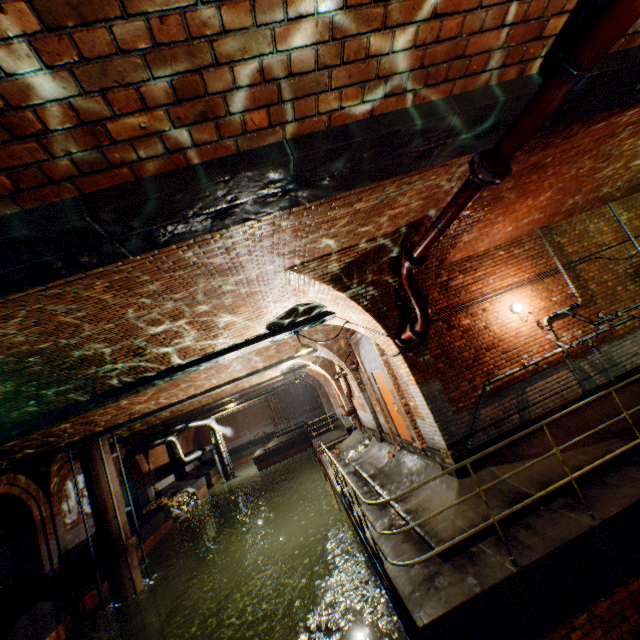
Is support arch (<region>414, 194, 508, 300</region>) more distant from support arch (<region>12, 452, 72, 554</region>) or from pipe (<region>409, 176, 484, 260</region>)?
support arch (<region>12, 452, 72, 554</region>)

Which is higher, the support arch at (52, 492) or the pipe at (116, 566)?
the support arch at (52, 492)

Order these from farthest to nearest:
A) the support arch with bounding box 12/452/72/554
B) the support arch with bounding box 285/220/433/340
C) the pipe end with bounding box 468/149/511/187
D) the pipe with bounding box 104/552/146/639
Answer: the support arch with bounding box 12/452/72/554
the pipe with bounding box 104/552/146/639
the support arch with bounding box 285/220/433/340
the pipe end with bounding box 468/149/511/187

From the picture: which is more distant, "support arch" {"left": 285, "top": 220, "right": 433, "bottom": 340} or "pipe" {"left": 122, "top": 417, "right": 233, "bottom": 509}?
"pipe" {"left": 122, "top": 417, "right": 233, "bottom": 509}

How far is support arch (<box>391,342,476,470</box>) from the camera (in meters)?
6.29

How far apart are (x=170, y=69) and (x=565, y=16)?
2.5m

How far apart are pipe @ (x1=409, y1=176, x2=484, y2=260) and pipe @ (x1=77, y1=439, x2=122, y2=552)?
13.8 meters

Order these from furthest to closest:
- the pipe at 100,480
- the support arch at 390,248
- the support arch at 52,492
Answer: the support arch at 52,492 → the pipe at 100,480 → the support arch at 390,248
